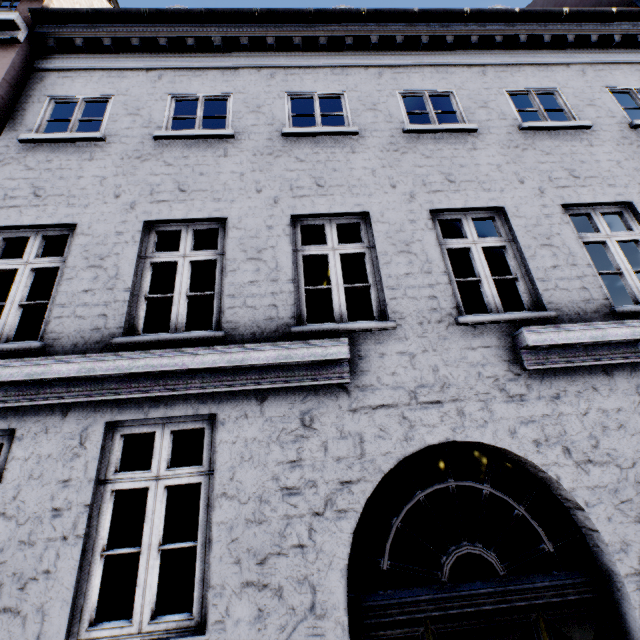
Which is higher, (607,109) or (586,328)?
(607,109)
